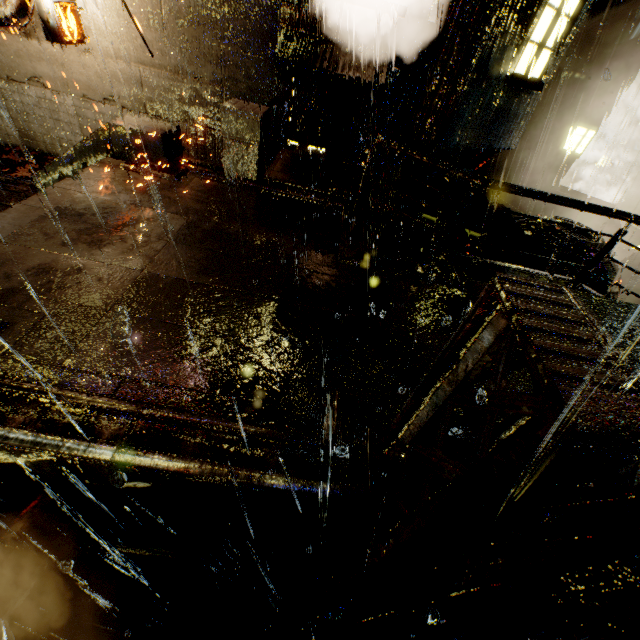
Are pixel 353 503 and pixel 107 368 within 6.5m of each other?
yes

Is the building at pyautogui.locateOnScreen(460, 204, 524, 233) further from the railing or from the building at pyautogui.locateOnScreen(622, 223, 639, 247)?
the building at pyautogui.locateOnScreen(622, 223, 639, 247)

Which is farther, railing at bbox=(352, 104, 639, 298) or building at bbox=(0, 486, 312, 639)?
railing at bbox=(352, 104, 639, 298)

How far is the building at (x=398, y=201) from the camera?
9.26m

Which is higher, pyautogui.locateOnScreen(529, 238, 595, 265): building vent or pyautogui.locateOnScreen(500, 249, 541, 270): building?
pyautogui.locateOnScreen(500, 249, 541, 270): building

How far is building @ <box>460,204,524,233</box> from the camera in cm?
933

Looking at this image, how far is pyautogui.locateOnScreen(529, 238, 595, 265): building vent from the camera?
11.38m
